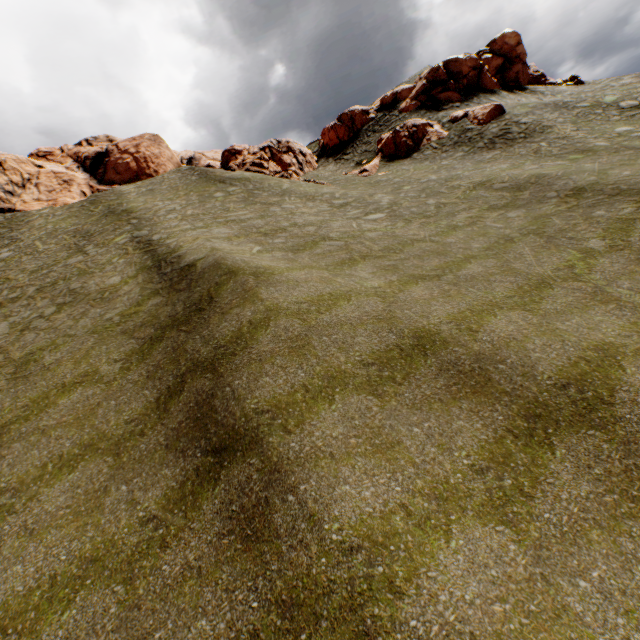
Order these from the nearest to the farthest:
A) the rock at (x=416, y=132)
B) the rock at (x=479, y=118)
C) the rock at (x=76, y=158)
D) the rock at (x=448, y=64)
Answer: the rock at (x=479, y=118) < the rock at (x=76, y=158) < the rock at (x=416, y=132) < the rock at (x=448, y=64)

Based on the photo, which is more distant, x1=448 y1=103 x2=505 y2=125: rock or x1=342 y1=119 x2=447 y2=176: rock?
x1=342 y1=119 x2=447 y2=176: rock

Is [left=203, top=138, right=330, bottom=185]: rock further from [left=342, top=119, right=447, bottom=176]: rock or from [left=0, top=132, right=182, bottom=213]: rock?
[left=0, top=132, right=182, bottom=213]: rock

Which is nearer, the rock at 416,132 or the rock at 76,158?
the rock at 76,158

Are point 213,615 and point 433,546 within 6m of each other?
yes

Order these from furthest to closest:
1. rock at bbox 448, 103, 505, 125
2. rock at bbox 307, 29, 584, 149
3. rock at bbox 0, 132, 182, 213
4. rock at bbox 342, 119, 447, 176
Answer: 1. rock at bbox 307, 29, 584, 149
2. rock at bbox 342, 119, 447, 176
3. rock at bbox 0, 132, 182, 213
4. rock at bbox 448, 103, 505, 125

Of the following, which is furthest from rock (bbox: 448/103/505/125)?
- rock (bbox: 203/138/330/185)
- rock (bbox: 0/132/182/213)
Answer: rock (bbox: 0/132/182/213)
